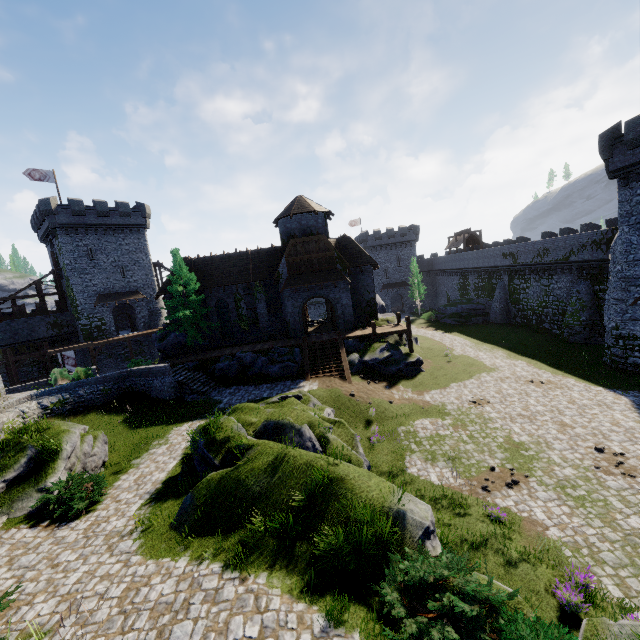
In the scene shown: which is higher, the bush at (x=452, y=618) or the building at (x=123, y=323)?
the building at (x=123, y=323)

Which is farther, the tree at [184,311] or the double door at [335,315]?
the double door at [335,315]

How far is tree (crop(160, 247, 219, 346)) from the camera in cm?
2834

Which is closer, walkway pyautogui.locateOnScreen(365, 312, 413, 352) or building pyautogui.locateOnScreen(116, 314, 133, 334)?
walkway pyautogui.locateOnScreen(365, 312, 413, 352)

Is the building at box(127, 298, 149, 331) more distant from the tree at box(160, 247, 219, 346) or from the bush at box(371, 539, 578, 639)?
the bush at box(371, 539, 578, 639)

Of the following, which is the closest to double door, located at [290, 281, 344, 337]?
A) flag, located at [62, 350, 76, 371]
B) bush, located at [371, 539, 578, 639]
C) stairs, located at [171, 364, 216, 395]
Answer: stairs, located at [171, 364, 216, 395]

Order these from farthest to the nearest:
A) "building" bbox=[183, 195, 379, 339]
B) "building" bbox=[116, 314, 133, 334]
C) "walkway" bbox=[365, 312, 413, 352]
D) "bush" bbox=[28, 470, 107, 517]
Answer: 1. "building" bbox=[116, 314, 133, 334]
2. "building" bbox=[183, 195, 379, 339]
3. "walkway" bbox=[365, 312, 413, 352]
4. "bush" bbox=[28, 470, 107, 517]

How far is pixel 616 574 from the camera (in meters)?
9.02
